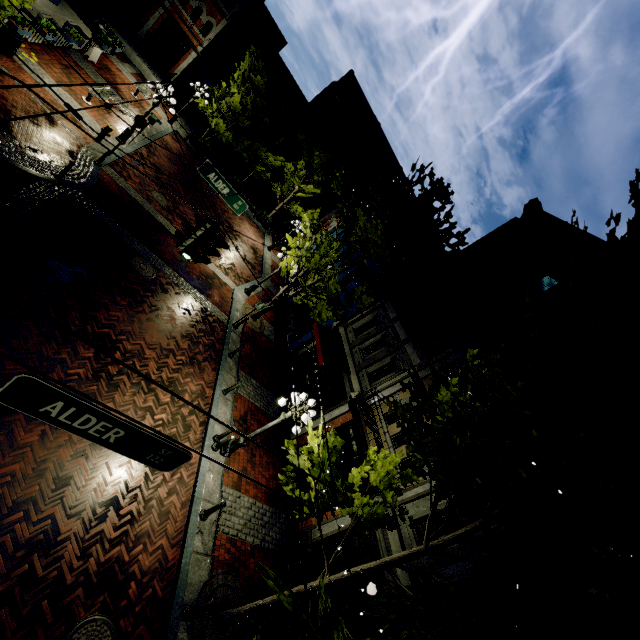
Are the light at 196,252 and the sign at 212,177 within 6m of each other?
yes

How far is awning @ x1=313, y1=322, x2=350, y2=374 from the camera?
14.3 meters

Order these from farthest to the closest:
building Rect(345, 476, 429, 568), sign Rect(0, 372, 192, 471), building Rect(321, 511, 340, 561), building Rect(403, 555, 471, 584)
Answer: building Rect(321, 511, 340, 561) → building Rect(345, 476, 429, 568) → building Rect(403, 555, 471, 584) → sign Rect(0, 372, 192, 471)

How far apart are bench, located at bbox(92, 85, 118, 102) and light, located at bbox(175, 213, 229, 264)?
13.4 meters

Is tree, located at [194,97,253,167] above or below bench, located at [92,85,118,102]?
above

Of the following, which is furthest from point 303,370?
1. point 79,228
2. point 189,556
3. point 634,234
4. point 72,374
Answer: point 634,234

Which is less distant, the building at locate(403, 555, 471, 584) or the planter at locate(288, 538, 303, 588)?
the building at locate(403, 555, 471, 584)

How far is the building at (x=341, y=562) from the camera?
9.9 meters
